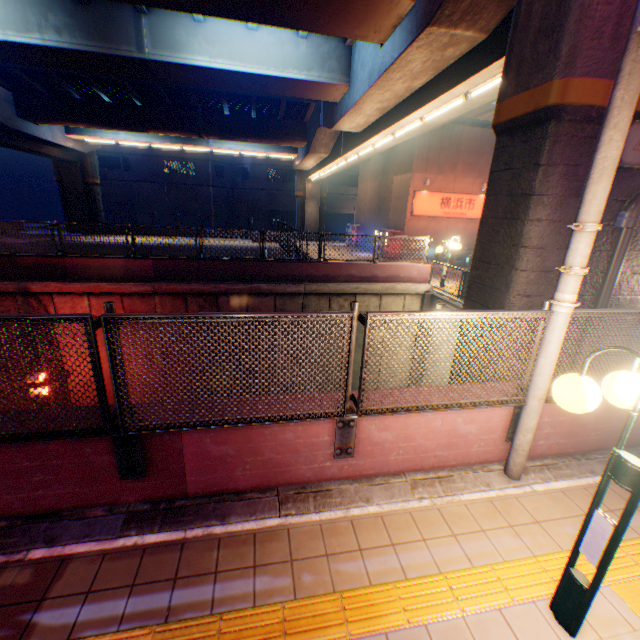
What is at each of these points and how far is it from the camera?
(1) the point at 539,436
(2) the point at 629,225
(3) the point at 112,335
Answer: (1) concrete block, 4.4m
(2) pipe, 5.0m
(3) metal fence, 2.7m

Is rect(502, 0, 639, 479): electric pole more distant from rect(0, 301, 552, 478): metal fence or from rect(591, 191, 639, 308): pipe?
rect(591, 191, 639, 308): pipe

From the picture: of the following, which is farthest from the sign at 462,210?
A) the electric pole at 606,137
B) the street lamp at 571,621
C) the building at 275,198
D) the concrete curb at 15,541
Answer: the building at 275,198

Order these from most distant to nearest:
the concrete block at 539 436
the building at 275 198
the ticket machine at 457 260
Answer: the building at 275 198
the ticket machine at 457 260
the concrete block at 539 436

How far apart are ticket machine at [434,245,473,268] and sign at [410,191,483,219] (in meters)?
2.62

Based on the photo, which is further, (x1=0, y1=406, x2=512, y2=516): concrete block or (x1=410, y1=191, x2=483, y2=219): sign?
(x1=410, y1=191, x2=483, y2=219): sign

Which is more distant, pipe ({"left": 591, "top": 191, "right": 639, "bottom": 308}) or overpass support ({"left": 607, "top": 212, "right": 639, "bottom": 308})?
overpass support ({"left": 607, "top": 212, "right": 639, "bottom": 308})

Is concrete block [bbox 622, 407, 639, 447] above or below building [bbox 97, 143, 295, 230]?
below
